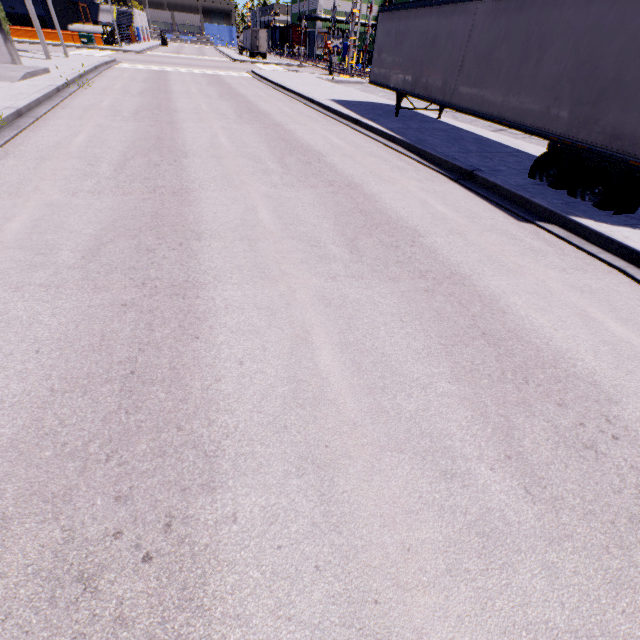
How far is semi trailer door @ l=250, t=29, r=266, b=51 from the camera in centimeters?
4978cm

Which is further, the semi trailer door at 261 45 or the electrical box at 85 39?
the semi trailer door at 261 45

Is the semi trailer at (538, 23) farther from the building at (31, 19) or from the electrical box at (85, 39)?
the electrical box at (85, 39)

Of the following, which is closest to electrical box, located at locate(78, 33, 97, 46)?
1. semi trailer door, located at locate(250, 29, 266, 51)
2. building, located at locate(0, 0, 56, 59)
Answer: building, located at locate(0, 0, 56, 59)

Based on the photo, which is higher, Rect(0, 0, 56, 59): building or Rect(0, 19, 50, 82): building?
Rect(0, 0, 56, 59): building

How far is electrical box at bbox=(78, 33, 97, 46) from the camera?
37.22m

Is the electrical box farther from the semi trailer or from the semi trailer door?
the semi trailer door

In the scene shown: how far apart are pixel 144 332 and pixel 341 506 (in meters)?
2.56
